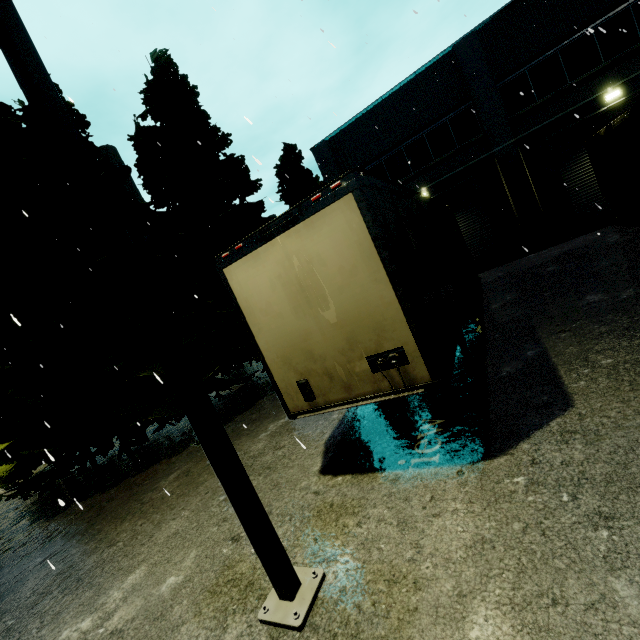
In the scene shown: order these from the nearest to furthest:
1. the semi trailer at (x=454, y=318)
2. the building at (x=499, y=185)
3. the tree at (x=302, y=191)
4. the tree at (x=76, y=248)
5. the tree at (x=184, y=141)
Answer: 1. the semi trailer at (x=454, y=318)
2. the tree at (x=76, y=248)
3. the tree at (x=184, y=141)
4. the building at (x=499, y=185)
5. the tree at (x=302, y=191)

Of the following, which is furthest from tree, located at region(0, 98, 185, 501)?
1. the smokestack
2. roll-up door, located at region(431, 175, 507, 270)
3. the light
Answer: the light

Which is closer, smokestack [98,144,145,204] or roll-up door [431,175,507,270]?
roll-up door [431,175,507,270]

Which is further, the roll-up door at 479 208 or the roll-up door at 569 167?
the roll-up door at 479 208

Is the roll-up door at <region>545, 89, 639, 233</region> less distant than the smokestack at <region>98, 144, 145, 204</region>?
Yes

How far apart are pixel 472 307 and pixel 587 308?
4.1 meters

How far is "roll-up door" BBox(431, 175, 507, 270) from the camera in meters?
15.9

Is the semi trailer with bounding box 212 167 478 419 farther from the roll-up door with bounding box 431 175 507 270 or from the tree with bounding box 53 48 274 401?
the tree with bounding box 53 48 274 401
